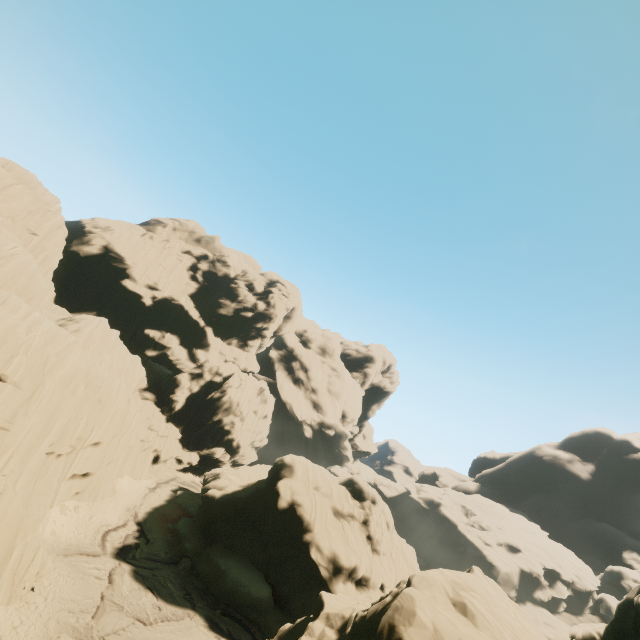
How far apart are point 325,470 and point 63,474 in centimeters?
2279cm
